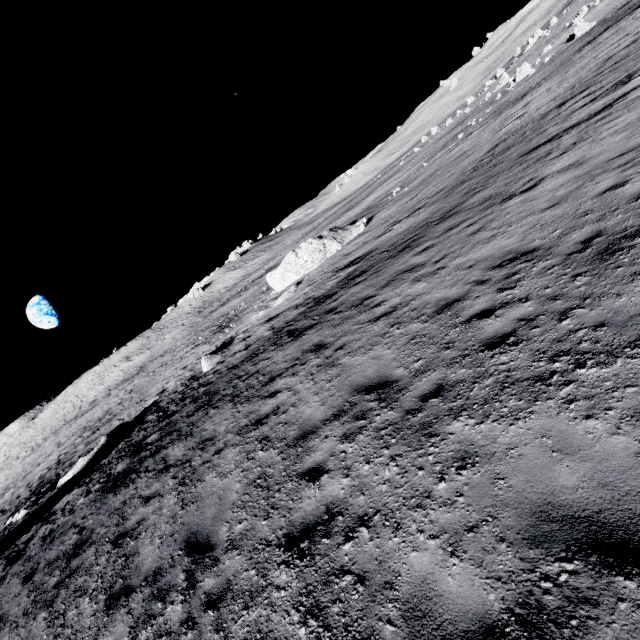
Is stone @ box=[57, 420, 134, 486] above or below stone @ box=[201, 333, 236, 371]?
above

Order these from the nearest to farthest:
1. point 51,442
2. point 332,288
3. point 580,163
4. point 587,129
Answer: point 580,163 < point 587,129 < point 332,288 < point 51,442

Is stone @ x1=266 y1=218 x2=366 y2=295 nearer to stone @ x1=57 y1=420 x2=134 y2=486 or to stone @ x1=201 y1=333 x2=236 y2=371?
stone @ x1=201 y1=333 x2=236 y2=371

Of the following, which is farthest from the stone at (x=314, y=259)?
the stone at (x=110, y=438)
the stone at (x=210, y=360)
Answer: the stone at (x=110, y=438)

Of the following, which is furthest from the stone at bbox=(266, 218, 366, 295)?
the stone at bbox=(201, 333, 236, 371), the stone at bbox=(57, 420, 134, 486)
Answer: the stone at bbox=(57, 420, 134, 486)

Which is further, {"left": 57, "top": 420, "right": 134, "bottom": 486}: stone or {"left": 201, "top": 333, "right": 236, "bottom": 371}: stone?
{"left": 201, "top": 333, "right": 236, "bottom": 371}: stone

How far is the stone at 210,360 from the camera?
19.4m

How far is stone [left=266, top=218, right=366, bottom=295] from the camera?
25.45m
